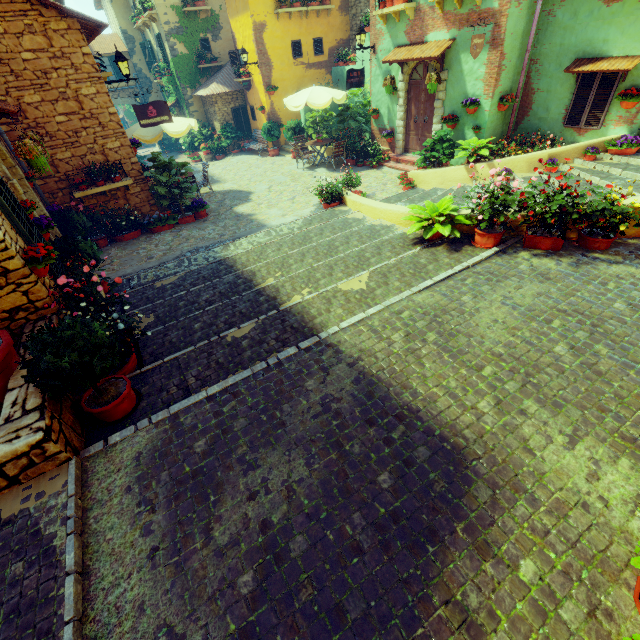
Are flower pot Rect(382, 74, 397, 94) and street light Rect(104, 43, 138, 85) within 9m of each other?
yes

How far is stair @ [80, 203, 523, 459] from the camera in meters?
4.1 m

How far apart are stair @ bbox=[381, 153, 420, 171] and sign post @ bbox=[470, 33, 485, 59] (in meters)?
3.14

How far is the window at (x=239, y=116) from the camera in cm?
1900

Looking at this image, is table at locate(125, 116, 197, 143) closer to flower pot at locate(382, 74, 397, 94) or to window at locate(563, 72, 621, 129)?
window at locate(563, 72, 621, 129)

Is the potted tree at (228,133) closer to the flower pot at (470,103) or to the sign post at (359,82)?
the sign post at (359,82)

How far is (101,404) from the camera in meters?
3.6
